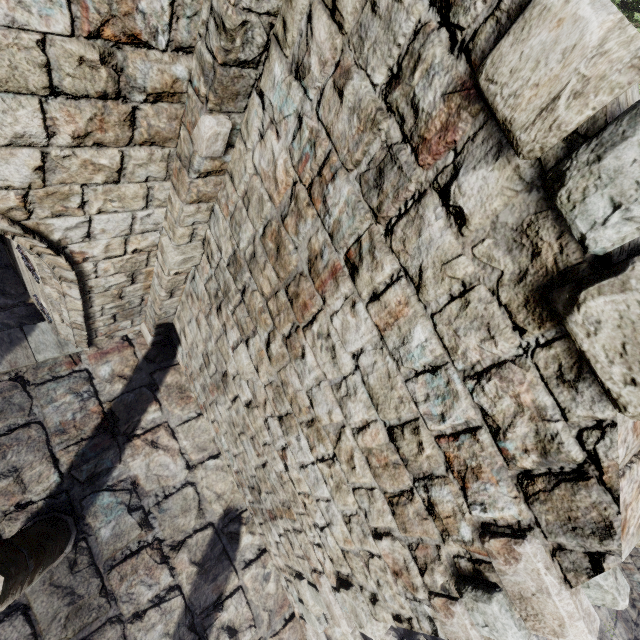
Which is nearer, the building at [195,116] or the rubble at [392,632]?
the building at [195,116]

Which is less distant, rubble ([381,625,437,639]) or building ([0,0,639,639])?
building ([0,0,639,639])

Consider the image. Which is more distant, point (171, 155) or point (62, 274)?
point (62, 274)
